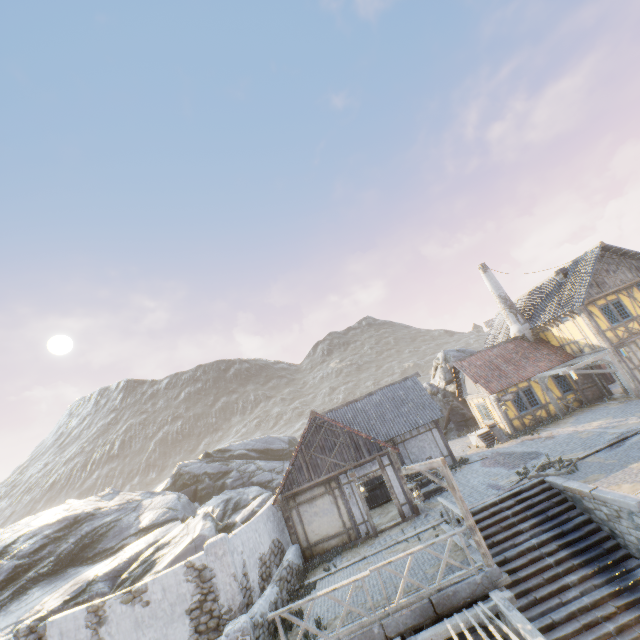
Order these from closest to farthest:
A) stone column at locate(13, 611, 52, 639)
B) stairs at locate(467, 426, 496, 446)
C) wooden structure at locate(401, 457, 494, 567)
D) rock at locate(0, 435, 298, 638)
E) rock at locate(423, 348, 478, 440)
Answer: wooden structure at locate(401, 457, 494, 567) < stone column at locate(13, 611, 52, 639) < rock at locate(0, 435, 298, 638) < stairs at locate(467, 426, 496, 446) < rock at locate(423, 348, 478, 440)

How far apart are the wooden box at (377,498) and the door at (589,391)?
13.8 meters

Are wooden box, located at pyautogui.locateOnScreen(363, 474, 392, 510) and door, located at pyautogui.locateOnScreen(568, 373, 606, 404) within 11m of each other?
no

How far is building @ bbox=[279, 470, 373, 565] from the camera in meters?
14.4

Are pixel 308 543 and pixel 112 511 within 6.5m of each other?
no

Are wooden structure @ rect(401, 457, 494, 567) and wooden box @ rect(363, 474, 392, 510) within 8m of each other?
no

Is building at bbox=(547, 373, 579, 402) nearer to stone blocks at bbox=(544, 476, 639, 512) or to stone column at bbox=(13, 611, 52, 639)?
stone blocks at bbox=(544, 476, 639, 512)

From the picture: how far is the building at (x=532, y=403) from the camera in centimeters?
2086cm
